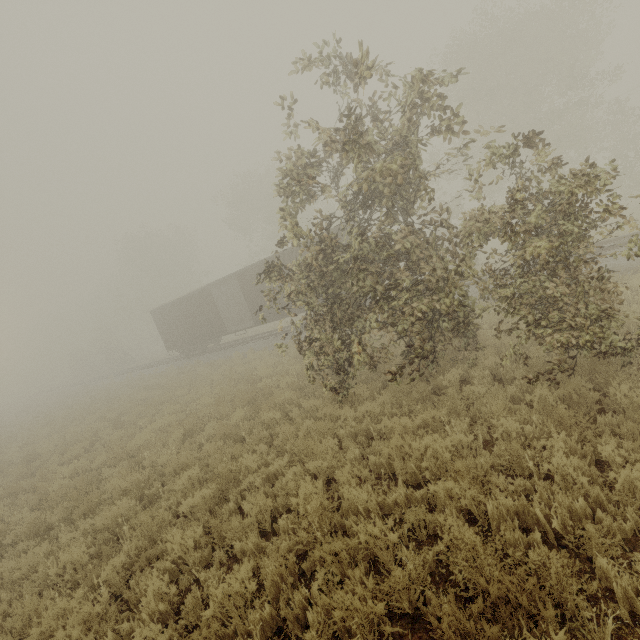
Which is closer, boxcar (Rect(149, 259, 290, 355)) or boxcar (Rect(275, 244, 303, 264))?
boxcar (Rect(275, 244, 303, 264))

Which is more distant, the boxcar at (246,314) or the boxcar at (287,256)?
the boxcar at (246,314)

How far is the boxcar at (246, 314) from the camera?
20.0m

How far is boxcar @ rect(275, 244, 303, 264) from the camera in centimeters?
1767cm

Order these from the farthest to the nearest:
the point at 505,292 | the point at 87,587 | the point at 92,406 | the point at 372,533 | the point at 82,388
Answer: the point at 82,388
the point at 92,406
the point at 505,292
the point at 87,587
the point at 372,533
